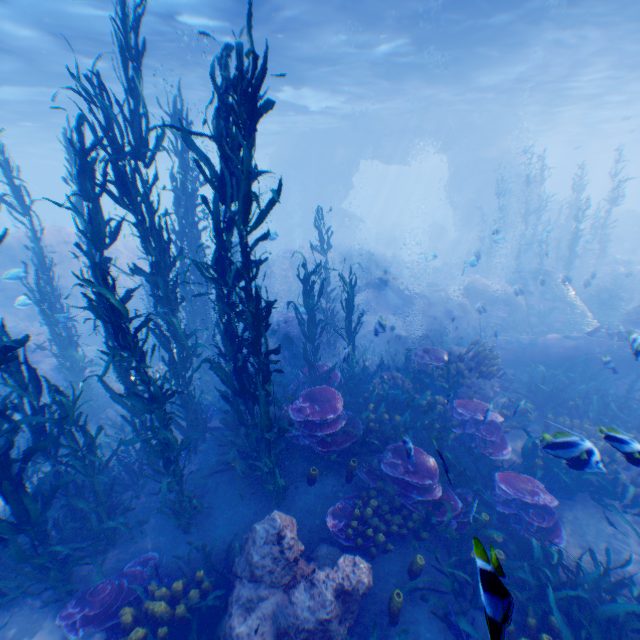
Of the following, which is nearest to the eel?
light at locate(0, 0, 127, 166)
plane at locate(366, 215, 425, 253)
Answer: light at locate(0, 0, 127, 166)

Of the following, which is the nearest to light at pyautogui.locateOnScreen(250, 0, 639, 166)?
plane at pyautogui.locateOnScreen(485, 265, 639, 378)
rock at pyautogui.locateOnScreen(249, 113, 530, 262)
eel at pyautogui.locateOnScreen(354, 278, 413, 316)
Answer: rock at pyautogui.locateOnScreen(249, 113, 530, 262)

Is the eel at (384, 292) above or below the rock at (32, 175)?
below

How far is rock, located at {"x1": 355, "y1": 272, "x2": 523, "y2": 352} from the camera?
15.0m

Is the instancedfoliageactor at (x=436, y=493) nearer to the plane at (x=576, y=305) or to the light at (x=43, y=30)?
the plane at (x=576, y=305)

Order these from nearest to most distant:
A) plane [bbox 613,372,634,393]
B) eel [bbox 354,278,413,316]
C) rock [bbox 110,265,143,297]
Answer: plane [bbox 613,372,634,393], eel [bbox 354,278,413,316], rock [bbox 110,265,143,297]

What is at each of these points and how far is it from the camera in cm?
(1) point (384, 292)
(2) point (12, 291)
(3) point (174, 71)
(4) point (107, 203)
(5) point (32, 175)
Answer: (1) eel, 1727
(2) rock, 1563
(3) light, 1631
(4) rock, 5169
(5) rock, 4625

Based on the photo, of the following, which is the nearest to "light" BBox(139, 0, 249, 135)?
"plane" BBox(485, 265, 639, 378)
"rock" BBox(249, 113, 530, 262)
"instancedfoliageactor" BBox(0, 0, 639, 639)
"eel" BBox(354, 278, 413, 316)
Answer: "rock" BBox(249, 113, 530, 262)
